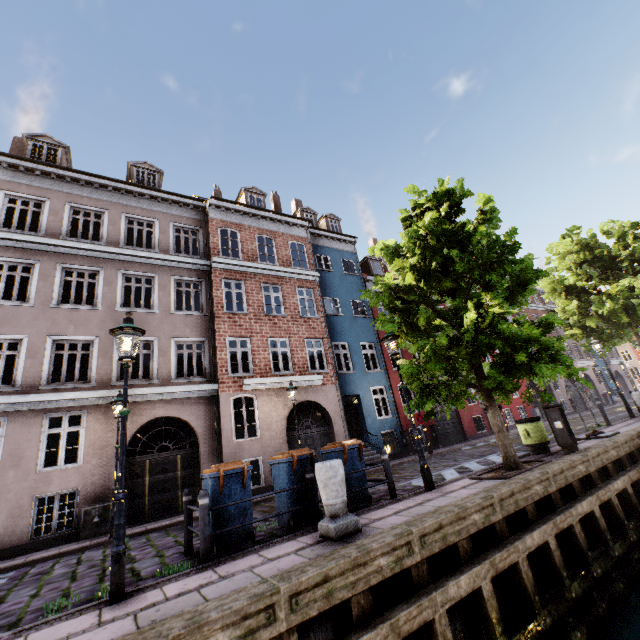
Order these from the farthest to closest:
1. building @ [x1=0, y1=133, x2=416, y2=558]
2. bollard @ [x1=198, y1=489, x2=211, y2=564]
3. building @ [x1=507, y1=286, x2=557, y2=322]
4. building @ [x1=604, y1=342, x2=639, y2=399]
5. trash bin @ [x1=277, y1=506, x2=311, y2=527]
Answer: building @ [x1=604, y1=342, x2=639, y2=399], building @ [x1=507, y1=286, x2=557, y2=322], building @ [x1=0, y1=133, x2=416, y2=558], trash bin @ [x1=277, y1=506, x2=311, y2=527], bollard @ [x1=198, y1=489, x2=211, y2=564]

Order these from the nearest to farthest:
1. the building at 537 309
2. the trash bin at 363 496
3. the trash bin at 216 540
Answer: the trash bin at 216 540 → the trash bin at 363 496 → the building at 537 309

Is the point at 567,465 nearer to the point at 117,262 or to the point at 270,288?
the point at 270,288

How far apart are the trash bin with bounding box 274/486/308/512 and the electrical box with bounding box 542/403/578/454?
6.6 meters

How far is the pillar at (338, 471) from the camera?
4.91m

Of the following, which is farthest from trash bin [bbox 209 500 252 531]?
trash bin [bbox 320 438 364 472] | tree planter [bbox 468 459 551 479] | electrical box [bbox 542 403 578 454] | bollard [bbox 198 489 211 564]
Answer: electrical box [bbox 542 403 578 454]

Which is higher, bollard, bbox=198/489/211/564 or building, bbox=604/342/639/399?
building, bbox=604/342/639/399

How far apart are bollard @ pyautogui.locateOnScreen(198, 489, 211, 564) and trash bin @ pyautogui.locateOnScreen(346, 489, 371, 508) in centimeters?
287cm
